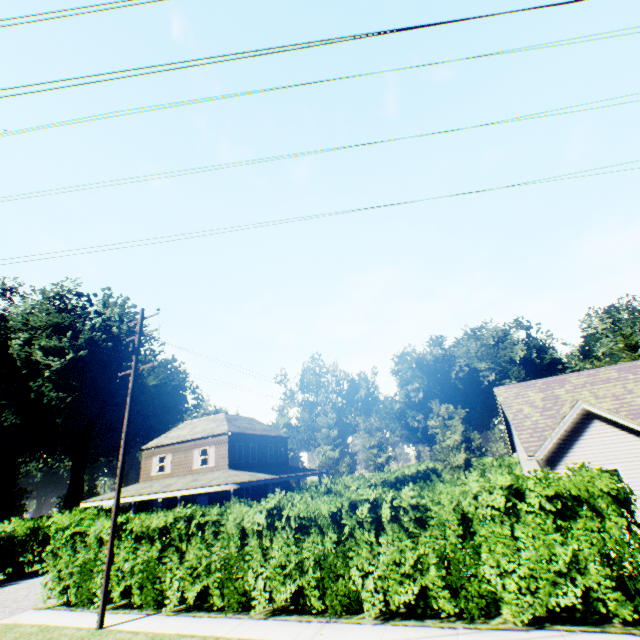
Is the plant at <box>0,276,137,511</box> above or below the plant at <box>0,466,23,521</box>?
above

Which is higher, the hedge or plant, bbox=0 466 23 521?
plant, bbox=0 466 23 521

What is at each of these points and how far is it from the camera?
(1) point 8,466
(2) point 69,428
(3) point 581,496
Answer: (1) plant, 54.50m
(2) plant, 51.19m
(3) hedge, 8.01m

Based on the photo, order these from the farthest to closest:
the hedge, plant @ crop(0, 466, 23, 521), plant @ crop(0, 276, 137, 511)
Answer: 1. plant @ crop(0, 466, 23, 521)
2. plant @ crop(0, 276, 137, 511)
3. the hedge

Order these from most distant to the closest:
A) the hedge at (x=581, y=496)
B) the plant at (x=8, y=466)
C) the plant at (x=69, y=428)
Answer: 1. the plant at (x=8, y=466)
2. the plant at (x=69, y=428)
3. the hedge at (x=581, y=496)

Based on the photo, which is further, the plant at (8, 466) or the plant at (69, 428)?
the plant at (8, 466)

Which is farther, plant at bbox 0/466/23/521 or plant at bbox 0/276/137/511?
plant at bbox 0/466/23/521

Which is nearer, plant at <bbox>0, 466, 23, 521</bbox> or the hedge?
the hedge
